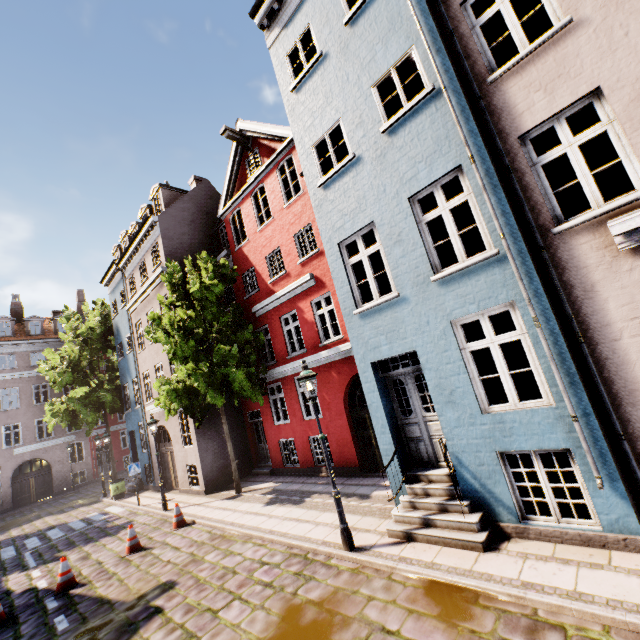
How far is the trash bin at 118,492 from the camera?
17.8m

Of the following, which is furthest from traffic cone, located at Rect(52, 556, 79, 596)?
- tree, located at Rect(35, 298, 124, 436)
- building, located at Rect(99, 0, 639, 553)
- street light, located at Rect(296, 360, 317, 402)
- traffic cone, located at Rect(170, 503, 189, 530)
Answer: tree, located at Rect(35, 298, 124, 436)

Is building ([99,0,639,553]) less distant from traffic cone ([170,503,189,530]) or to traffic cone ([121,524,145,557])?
traffic cone ([170,503,189,530])

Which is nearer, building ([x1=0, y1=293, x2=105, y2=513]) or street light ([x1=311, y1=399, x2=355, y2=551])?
street light ([x1=311, y1=399, x2=355, y2=551])

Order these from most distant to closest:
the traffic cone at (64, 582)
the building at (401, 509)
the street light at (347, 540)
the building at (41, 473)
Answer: the building at (41, 473), the traffic cone at (64, 582), the street light at (347, 540), the building at (401, 509)

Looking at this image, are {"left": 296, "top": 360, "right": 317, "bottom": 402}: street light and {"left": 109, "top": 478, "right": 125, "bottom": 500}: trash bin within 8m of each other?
no

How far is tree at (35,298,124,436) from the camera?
20.0m

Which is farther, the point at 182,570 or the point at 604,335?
the point at 182,570
